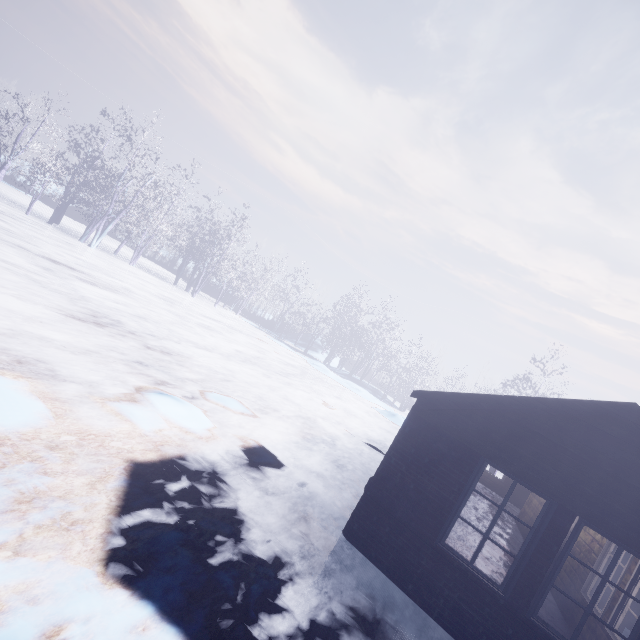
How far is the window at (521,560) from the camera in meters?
3.8 m

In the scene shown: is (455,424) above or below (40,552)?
above

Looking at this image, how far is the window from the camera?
3.8 meters
